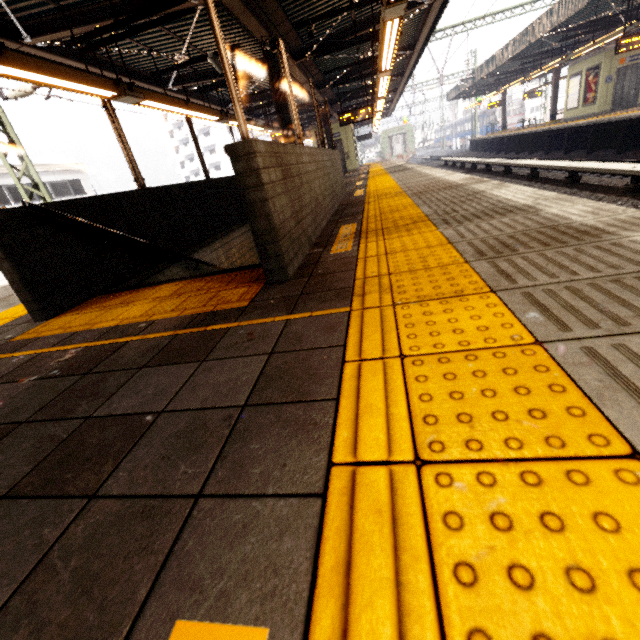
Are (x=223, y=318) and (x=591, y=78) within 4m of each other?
no

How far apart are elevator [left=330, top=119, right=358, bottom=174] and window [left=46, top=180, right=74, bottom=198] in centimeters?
1873cm

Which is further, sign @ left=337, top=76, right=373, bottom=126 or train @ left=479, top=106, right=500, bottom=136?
train @ left=479, top=106, right=500, bottom=136

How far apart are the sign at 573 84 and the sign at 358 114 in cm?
1330

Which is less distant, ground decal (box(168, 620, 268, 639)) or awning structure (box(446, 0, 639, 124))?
ground decal (box(168, 620, 268, 639))

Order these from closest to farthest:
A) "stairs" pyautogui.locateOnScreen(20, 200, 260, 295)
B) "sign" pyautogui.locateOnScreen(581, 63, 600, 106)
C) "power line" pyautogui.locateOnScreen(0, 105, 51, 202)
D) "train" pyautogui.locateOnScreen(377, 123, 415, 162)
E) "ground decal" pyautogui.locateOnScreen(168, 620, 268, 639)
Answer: "ground decal" pyautogui.locateOnScreen(168, 620, 268, 639) < "stairs" pyautogui.locateOnScreen(20, 200, 260, 295) < "power line" pyautogui.locateOnScreen(0, 105, 51, 202) < "sign" pyautogui.locateOnScreen(581, 63, 600, 106) < "train" pyautogui.locateOnScreen(377, 123, 415, 162)

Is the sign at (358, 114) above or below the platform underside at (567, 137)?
above

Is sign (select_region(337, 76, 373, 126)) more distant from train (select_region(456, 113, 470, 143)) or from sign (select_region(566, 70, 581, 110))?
train (select_region(456, 113, 470, 143))
